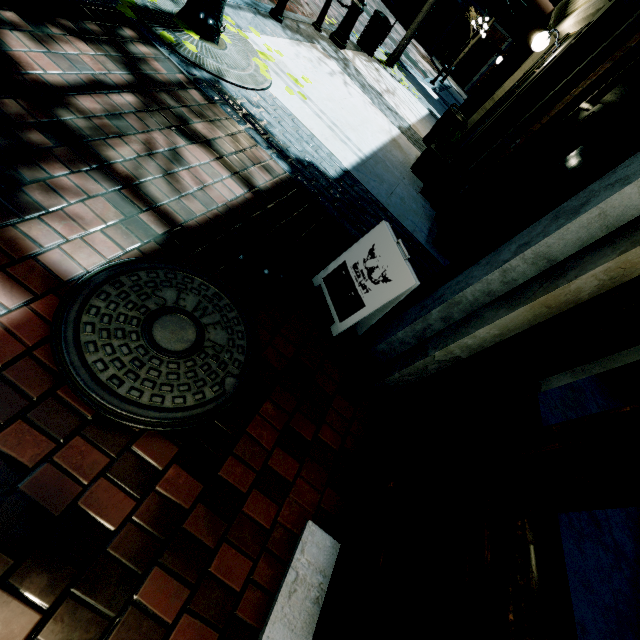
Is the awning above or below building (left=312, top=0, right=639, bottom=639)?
above

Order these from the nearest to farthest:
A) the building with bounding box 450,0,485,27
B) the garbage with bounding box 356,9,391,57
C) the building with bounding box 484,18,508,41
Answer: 1. the garbage with bounding box 356,9,391,57
2. the building with bounding box 484,18,508,41
3. the building with bounding box 450,0,485,27

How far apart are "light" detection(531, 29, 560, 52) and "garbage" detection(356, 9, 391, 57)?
4.15m

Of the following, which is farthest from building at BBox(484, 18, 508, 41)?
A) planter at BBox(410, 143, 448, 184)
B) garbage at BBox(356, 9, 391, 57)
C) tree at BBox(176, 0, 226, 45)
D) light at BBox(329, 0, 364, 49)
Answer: garbage at BBox(356, 9, 391, 57)

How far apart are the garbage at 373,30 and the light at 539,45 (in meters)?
4.15

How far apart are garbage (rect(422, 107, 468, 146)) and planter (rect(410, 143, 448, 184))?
0.8 meters

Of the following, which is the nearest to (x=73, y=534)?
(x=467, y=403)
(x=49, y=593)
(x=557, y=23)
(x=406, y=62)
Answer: (x=49, y=593)

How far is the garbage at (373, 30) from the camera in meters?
8.7
